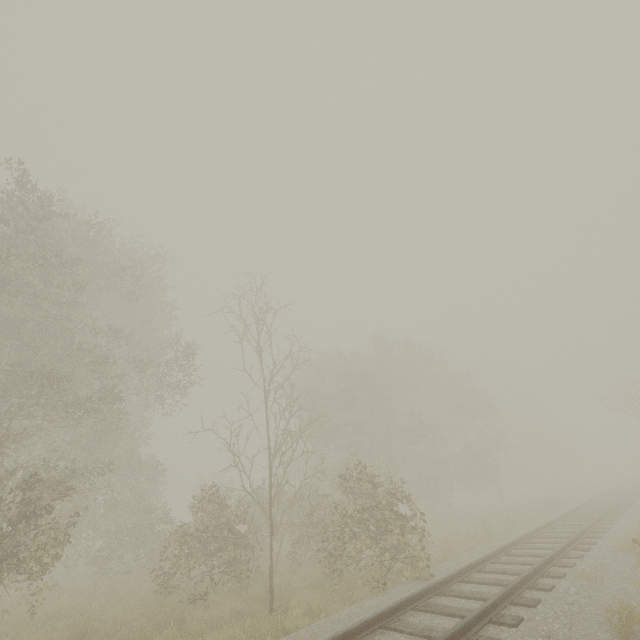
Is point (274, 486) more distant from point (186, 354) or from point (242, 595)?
point (186, 354)
